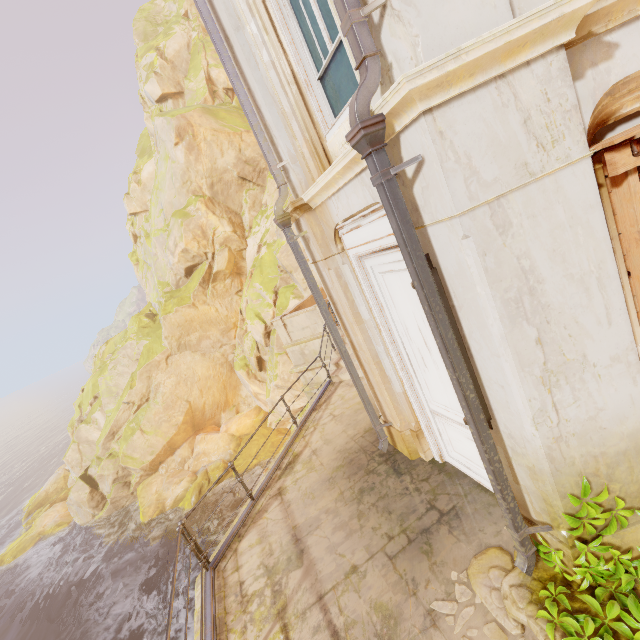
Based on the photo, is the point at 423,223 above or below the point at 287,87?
below

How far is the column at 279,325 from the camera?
12.5m

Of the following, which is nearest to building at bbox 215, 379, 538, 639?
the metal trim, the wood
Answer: the metal trim

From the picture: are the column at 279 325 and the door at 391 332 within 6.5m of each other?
no

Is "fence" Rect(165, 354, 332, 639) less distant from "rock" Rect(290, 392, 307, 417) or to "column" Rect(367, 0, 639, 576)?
"column" Rect(367, 0, 639, 576)

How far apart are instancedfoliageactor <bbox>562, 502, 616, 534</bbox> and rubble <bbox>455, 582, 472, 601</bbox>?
0.0 meters

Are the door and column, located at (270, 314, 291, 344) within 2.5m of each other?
no

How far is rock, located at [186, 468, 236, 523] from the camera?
21.5 meters
